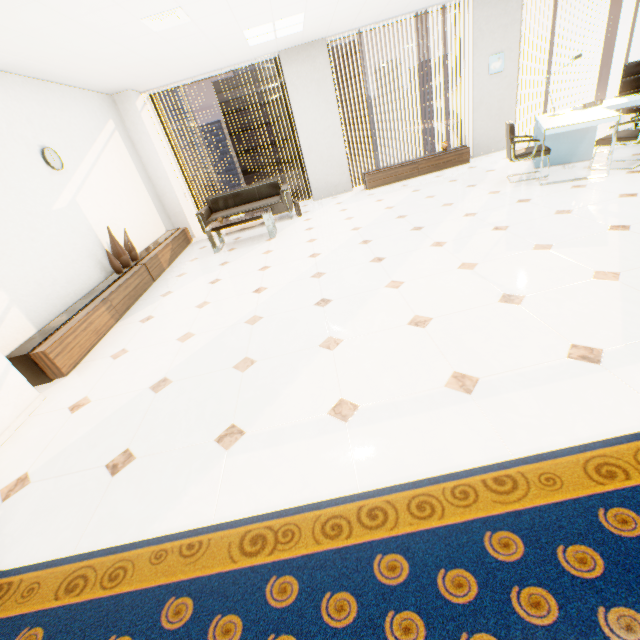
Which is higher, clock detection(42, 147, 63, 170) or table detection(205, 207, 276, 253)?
clock detection(42, 147, 63, 170)

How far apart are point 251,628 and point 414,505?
0.8m

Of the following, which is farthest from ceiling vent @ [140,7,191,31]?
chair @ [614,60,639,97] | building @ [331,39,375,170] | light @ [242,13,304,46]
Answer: building @ [331,39,375,170]

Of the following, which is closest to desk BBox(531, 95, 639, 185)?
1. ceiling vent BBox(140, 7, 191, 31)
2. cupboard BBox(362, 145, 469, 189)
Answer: cupboard BBox(362, 145, 469, 189)

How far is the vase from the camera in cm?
479

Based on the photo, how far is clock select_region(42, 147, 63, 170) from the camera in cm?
423

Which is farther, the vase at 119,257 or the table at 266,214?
the table at 266,214

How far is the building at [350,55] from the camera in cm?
5138
